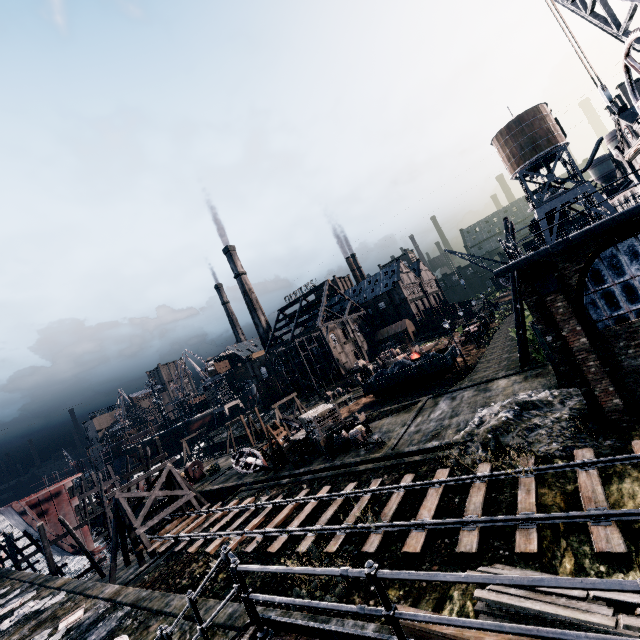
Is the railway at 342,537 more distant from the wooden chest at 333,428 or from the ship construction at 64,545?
the ship construction at 64,545

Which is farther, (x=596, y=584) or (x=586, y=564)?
(x=586, y=564)

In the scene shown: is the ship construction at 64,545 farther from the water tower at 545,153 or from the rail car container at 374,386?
the water tower at 545,153

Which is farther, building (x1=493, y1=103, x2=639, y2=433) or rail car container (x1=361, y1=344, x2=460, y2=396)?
rail car container (x1=361, y1=344, x2=460, y2=396)

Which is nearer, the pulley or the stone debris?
the stone debris

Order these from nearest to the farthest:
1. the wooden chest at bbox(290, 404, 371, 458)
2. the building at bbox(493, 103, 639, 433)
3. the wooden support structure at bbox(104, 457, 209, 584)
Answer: the building at bbox(493, 103, 639, 433)
the wooden support structure at bbox(104, 457, 209, 584)
the wooden chest at bbox(290, 404, 371, 458)

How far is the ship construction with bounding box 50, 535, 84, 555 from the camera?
33.59m
